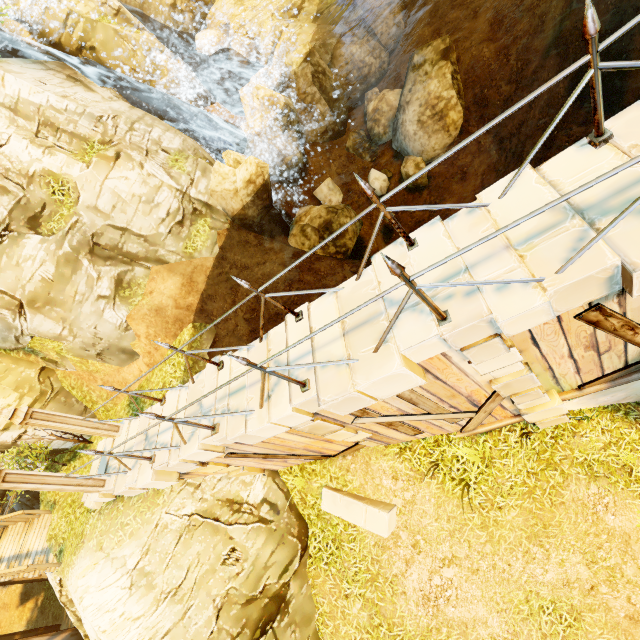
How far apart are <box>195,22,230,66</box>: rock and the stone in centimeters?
2158cm

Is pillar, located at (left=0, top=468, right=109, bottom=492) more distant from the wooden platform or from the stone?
the stone

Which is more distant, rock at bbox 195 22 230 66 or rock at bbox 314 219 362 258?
rock at bbox 195 22 230 66

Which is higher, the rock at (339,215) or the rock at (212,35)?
the rock at (212,35)

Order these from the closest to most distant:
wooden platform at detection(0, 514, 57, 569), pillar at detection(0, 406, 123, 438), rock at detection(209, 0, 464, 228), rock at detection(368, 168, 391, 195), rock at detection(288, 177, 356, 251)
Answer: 1. pillar at detection(0, 406, 123, 438)
2. wooden platform at detection(0, 514, 57, 569)
3. rock at detection(209, 0, 464, 228)
4. rock at detection(288, 177, 356, 251)
5. rock at detection(368, 168, 391, 195)

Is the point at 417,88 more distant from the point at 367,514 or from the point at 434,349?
the point at 367,514

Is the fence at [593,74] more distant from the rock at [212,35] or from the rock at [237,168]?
the rock at [212,35]

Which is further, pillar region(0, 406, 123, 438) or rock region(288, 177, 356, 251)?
rock region(288, 177, 356, 251)
